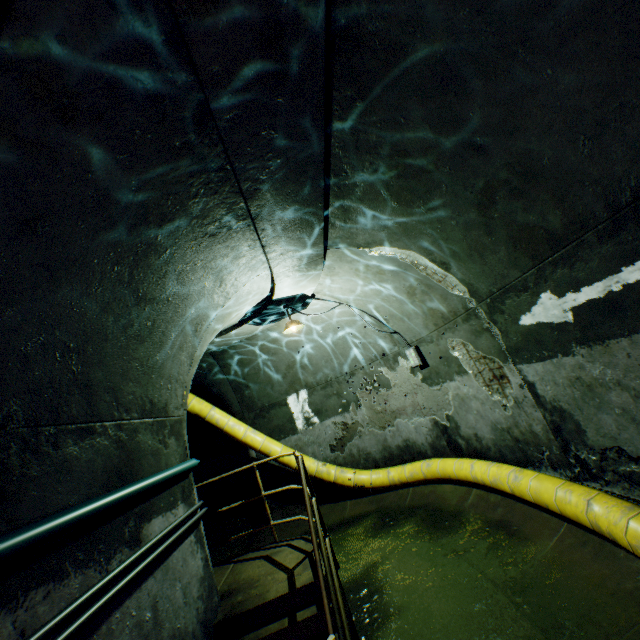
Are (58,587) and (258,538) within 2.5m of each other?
no

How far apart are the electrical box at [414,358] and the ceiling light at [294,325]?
2.22m

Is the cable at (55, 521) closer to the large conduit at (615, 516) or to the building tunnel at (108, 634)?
the building tunnel at (108, 634)

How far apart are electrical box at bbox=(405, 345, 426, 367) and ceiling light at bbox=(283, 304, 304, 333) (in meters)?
2.22

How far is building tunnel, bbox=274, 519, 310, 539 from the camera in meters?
7.4 m

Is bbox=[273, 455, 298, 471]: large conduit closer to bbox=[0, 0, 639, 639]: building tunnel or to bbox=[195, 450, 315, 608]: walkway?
bbox=[0, 0, 639, 639]: building tunnel

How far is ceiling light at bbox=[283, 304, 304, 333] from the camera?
6.00m

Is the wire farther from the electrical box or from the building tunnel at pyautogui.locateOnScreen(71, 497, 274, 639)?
the electrical box
